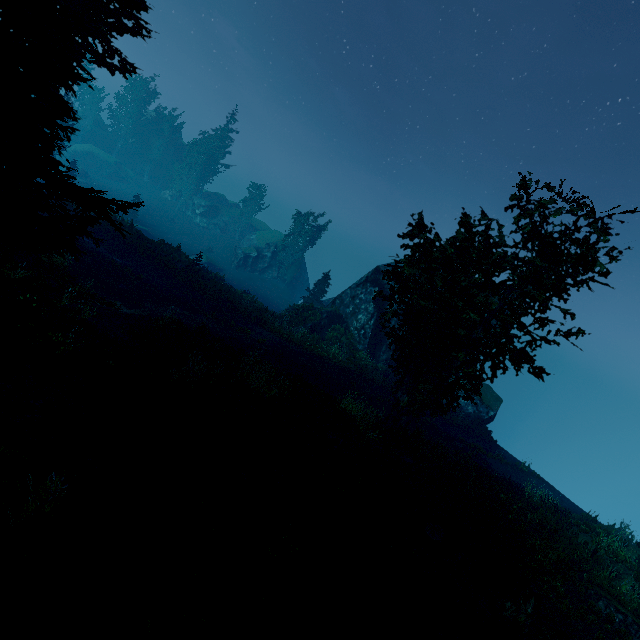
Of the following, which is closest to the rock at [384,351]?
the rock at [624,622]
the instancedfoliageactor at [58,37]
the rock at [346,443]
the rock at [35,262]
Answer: the instancedfoliageactor at [58,37]

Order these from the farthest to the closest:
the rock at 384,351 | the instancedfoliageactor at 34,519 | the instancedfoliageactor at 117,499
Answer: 1. the rock at 384,351
2. the instancedfoliageactor at 117,499
3. the instancedfoliageactor at 34,519

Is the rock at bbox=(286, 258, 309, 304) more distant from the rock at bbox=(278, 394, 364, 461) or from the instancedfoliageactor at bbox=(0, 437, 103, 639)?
the rock at bbox=(278, 394, 364, 461)

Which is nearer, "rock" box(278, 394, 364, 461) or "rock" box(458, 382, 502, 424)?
"rock" box(278, 394, 364, 461)

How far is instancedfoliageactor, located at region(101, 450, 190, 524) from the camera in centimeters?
653cm

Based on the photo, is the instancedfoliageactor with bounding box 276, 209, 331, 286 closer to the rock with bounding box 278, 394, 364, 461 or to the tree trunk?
the rock with bounding box 278, 394, 364, 461

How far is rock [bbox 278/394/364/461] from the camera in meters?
13.5 m

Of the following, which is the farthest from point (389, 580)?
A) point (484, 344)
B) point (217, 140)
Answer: point (217, 140)
